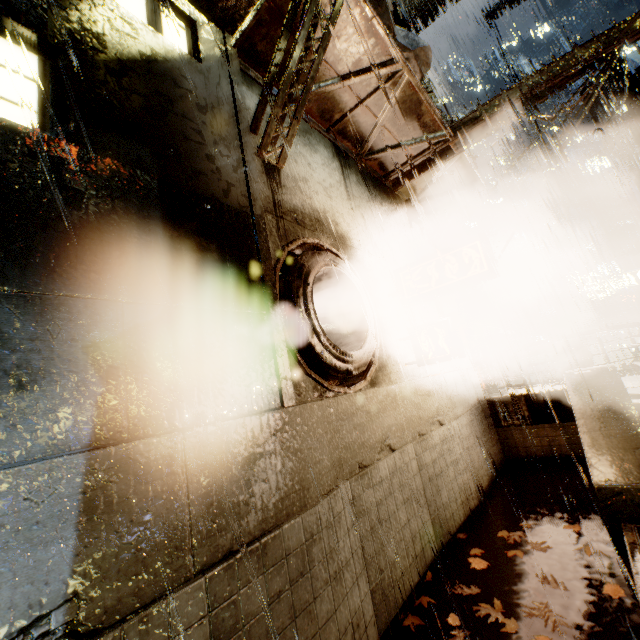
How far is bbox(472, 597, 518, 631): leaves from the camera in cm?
383

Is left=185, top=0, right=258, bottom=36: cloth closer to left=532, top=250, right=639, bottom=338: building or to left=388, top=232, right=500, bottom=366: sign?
left=532, top=250, right=639, bottom=338: building

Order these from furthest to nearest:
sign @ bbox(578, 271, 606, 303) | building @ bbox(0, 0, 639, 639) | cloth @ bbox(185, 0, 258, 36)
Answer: sign @ bbox(578, 271, 606, 303) < cloth @ bbox(185, 0, 258, 36) < building @ bbox(0, 0, 639, 639)

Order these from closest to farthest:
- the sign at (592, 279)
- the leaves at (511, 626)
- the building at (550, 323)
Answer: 1. the leaves at (511, 626)
2. the sign at (592, 279)
3. the building at (550, 323)

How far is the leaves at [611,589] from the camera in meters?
4.0 m

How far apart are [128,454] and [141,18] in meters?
5.2

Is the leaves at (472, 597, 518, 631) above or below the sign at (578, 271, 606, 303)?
below

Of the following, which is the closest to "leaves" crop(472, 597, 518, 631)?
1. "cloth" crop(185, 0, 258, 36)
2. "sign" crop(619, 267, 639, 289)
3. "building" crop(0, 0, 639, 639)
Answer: "building" crop(0, 0, 639, 639)
